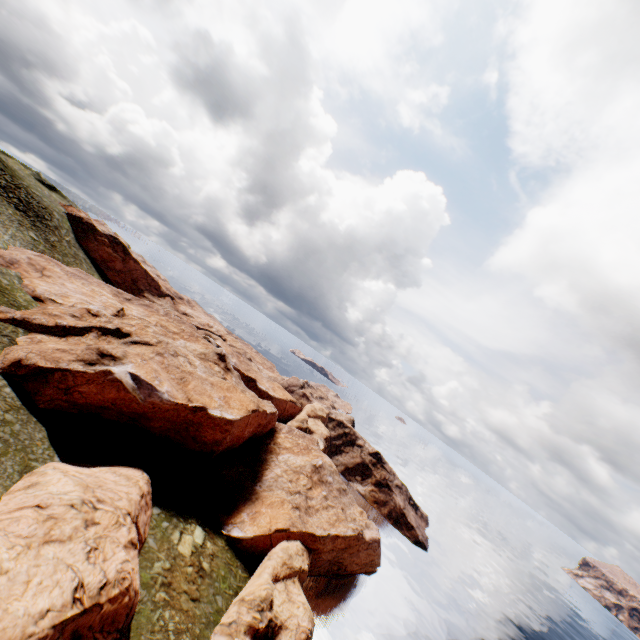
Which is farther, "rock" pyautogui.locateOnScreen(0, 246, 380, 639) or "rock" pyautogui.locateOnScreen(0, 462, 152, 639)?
"rock" pyautogui.locateOnScreen(0, 246, 380, 639)

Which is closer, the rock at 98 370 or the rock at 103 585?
the rock at 103 585

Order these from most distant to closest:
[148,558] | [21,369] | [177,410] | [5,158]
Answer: [5,158] → [177,410] → [21,369] → [148,558]
